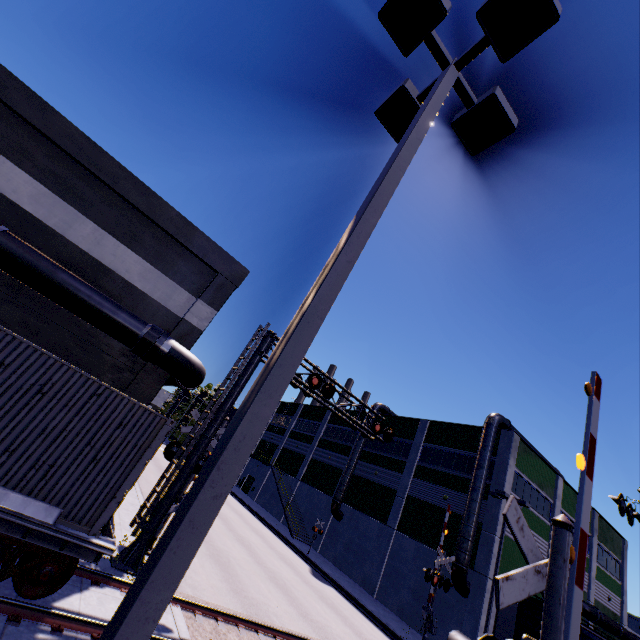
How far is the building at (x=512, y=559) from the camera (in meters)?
21.91

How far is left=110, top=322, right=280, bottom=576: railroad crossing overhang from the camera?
9.9m

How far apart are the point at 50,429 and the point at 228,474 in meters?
7.0

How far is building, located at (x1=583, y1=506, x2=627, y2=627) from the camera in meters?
28.6 m

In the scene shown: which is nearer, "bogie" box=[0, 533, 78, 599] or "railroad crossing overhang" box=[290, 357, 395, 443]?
"bogie" box=[0, 533, 78, 599]

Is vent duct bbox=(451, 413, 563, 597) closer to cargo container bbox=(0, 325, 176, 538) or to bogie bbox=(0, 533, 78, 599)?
cargo container bbox=(0, 325, 176, 538)

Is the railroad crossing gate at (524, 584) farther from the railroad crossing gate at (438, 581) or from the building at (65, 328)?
Result: the railroad crossing gate at (438, 581)

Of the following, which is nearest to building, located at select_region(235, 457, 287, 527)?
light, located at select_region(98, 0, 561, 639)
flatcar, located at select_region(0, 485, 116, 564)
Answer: light, located at select_region(98, 0, 561, 639)
